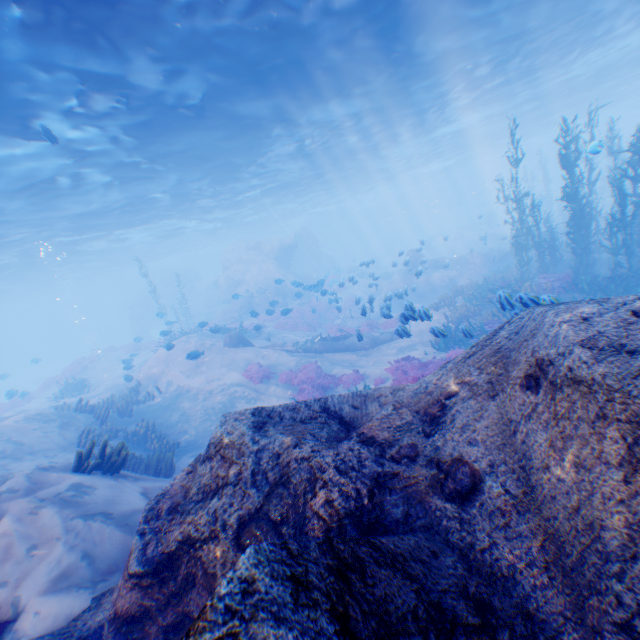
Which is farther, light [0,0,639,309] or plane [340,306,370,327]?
plane [340,306,370,327]

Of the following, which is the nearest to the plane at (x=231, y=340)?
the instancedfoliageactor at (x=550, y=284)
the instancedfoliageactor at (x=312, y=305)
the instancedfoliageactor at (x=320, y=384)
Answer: the instancedfoliageactor at (x=550, y=284)

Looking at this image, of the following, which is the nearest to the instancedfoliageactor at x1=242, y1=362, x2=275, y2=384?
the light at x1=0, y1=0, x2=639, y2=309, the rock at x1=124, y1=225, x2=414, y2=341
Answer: the rock at x1=124, y1=225, x2=414, y2=341

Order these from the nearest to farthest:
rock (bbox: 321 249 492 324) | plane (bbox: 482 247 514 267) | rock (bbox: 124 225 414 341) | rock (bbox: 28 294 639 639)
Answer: rock (bbox: 28 294 639 639) → rock (bbox: 321 249 492 324) → plane (bbox: 482 247 514 267) → rock (bbox: 124 225 414 341)

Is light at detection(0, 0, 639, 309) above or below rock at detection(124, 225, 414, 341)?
above

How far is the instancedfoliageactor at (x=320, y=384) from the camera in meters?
13.2

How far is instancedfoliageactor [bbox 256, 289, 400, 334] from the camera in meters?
19.6

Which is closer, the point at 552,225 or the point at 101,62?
the point at 101,62
